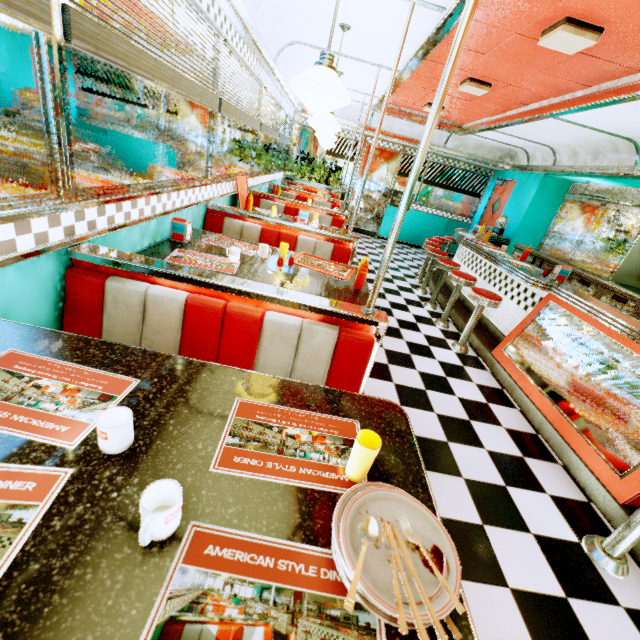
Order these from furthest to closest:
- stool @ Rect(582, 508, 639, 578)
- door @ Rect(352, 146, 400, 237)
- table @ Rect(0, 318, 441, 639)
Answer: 1. door @ Rect(352, 146, 400, 237)
2. stool @ Rect(582, 508, 639, 578)
3. table @ Rect(0, 318, 441, 639)

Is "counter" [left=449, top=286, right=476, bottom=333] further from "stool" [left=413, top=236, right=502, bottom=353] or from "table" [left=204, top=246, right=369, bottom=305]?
"table" [left=204, top=246, right=369, bottom=305]

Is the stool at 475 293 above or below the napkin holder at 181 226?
below

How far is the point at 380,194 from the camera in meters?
9.8 m

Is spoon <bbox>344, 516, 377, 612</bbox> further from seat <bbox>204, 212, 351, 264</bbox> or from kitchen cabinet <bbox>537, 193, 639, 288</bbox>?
kitchen cabinet <bbox>537, 193, 639, 288</bbox>

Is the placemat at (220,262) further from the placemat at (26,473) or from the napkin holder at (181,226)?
the placemat at (26,473)

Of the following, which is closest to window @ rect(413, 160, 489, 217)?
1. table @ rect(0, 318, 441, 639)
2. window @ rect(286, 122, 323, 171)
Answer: window @ rect(286, 122, 323, 171)

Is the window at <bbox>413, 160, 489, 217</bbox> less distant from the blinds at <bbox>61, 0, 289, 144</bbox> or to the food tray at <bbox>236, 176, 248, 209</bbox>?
the food tray at <bbox>236, 176, 248, 209</bbox>
